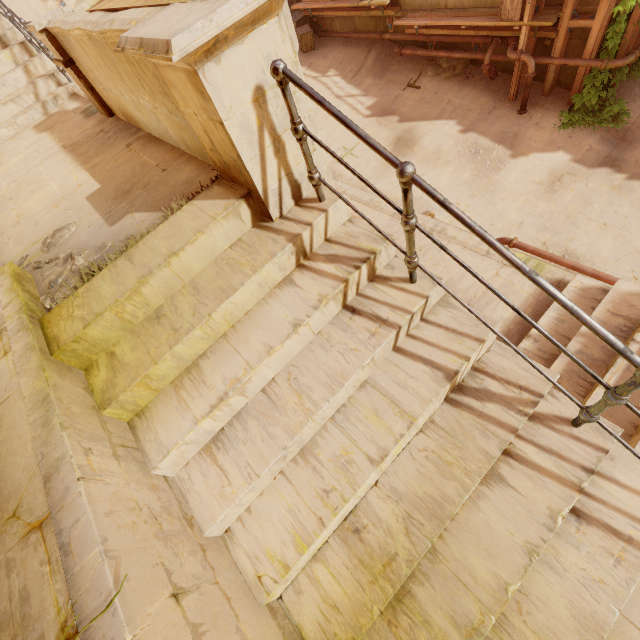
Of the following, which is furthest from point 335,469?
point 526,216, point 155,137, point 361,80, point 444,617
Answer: point 361,80

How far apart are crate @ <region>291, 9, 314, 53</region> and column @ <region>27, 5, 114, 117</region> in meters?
10.4

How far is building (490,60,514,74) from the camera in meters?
9.3 m

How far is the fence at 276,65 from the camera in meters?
1.9

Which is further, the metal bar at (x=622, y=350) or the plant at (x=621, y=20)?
the plant at (x=621, y=20)

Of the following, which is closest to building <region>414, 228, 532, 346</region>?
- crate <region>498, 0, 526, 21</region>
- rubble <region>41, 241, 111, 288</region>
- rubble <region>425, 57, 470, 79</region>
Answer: crate <region>498, 0, 526, 21</region>

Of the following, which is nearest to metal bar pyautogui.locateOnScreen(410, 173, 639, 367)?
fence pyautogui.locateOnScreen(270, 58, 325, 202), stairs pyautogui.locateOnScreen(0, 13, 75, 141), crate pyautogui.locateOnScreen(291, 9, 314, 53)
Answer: fence pyautogui.locateOnScreen(270, 58, 325, 202)

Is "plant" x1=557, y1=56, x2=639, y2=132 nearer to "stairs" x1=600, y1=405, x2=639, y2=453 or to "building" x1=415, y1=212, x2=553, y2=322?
"building" x1=415, y1=212, x2=553, y2=322
